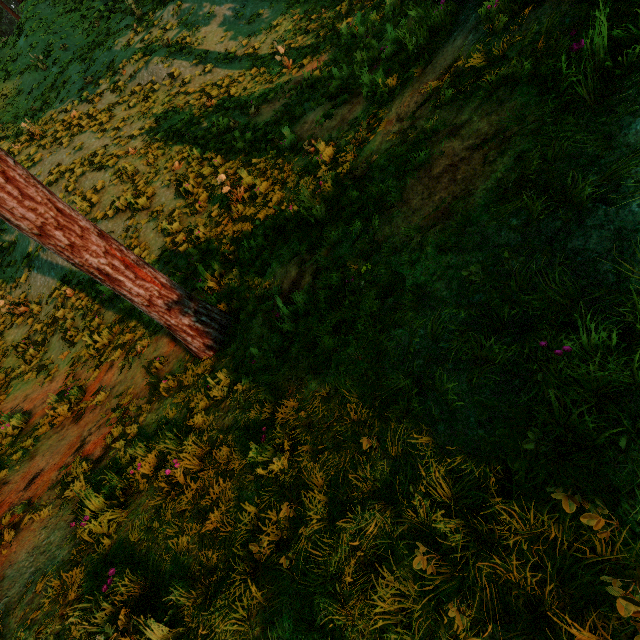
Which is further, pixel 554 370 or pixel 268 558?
pixel 268 558
